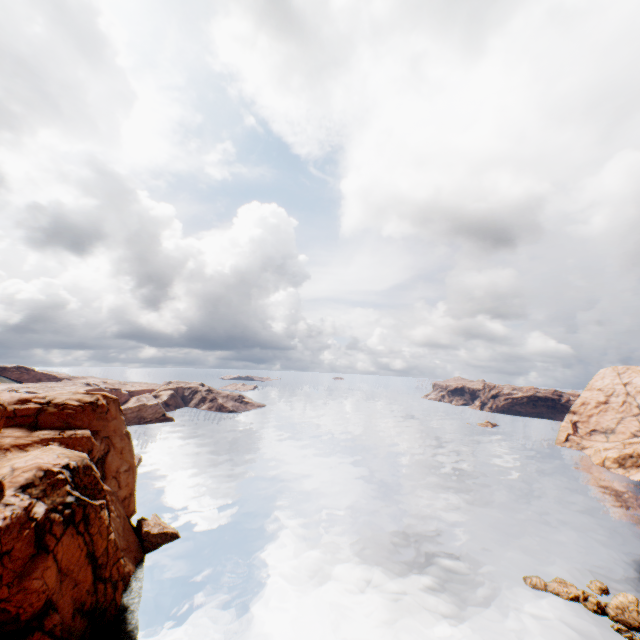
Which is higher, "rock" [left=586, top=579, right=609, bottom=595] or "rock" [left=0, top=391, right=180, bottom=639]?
"rock" [left=0, top=391, right=180, bottom=639]

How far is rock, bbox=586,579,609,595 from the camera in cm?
3809

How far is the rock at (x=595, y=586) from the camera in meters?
38.1 m

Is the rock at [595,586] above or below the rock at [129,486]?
below

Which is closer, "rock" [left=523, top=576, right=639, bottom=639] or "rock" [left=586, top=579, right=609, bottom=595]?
"rock" [left=523, top=576, right=639, bottom=639]

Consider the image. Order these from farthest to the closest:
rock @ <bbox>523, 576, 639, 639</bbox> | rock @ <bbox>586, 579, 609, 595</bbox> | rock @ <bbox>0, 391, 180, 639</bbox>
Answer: rock @ <bbox>586, 579, 609, 595</bbox>
rock @ <bbox>523, 576, 639, 639</bbox>
rock @ <bbox>0, 391, 180, 639</bbox>

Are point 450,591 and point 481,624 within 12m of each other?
A: yes
